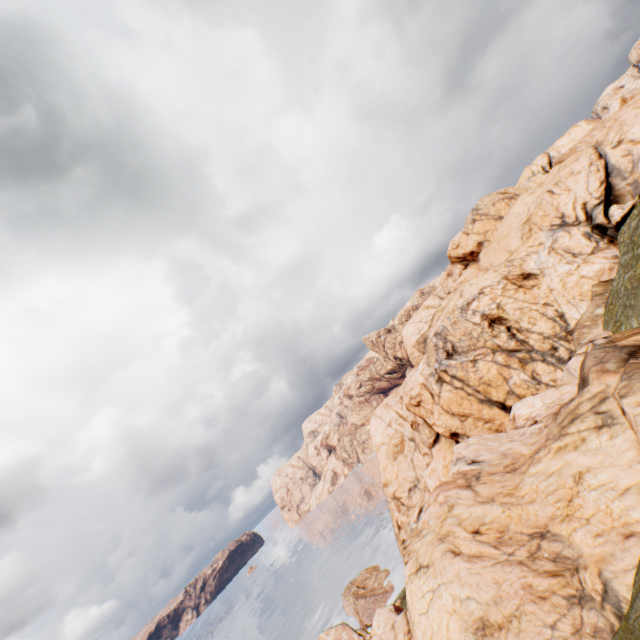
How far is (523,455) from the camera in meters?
19.7
